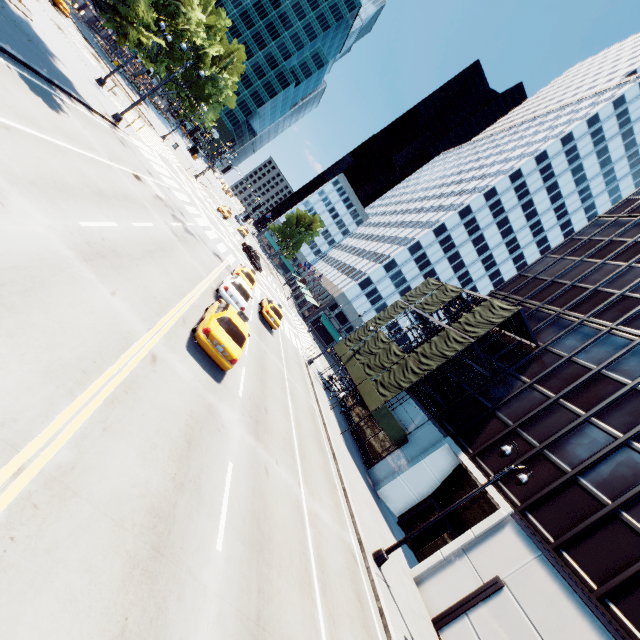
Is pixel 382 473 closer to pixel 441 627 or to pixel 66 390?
pixel 441 627

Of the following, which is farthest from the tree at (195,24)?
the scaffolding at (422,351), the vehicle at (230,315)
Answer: the scaffolding at (422,351)

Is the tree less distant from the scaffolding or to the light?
the scaffolding

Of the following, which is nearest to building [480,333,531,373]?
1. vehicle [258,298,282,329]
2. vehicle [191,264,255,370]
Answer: vehicle [258,298,282,329]

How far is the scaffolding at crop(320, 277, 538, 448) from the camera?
23.0 meters

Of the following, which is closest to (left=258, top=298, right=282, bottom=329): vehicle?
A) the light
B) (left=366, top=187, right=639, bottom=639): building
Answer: (left=366, top=187, right=639, bottom=639): building

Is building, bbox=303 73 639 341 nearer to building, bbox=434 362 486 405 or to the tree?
the tree

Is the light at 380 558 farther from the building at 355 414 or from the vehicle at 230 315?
the vehicle at 230 315
